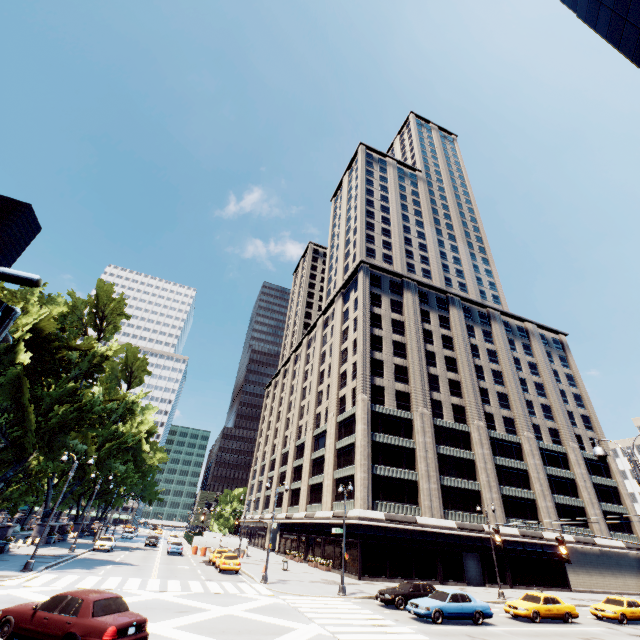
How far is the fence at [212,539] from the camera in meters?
45.8 m

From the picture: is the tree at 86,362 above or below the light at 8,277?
above

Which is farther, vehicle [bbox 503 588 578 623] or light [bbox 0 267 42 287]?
vehicle [bbox 503 588 578 623]

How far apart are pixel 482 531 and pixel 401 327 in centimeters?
2916cm

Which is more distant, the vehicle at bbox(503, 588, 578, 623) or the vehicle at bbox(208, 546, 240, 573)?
the vehicle at bbox(208, 546, 240, 573)

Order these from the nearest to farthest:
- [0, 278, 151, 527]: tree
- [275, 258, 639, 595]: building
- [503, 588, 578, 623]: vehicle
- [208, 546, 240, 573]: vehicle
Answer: [503, 588, 578, 623]: vehicle < [0, 278, 151, 527]: tree < [208, 546, 240, 573]: vehicle < [275, 258, 639, 595]: building

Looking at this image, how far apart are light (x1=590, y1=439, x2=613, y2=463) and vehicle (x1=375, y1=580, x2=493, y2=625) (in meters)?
13.31

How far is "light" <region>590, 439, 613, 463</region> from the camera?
11.9 meters
